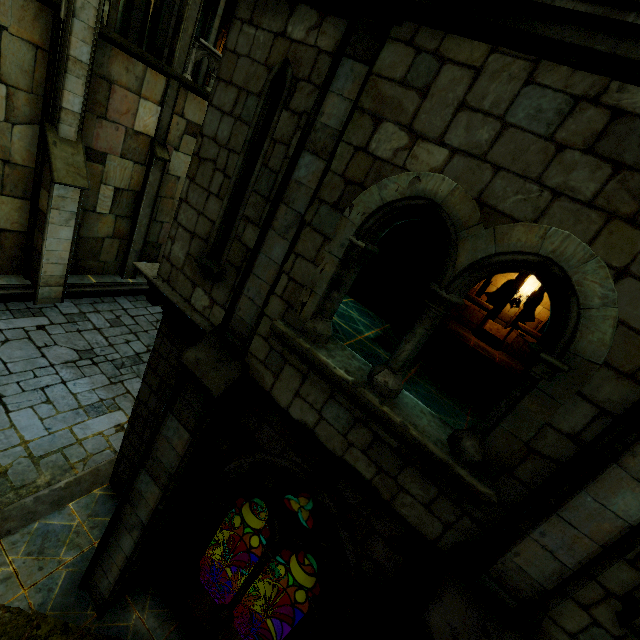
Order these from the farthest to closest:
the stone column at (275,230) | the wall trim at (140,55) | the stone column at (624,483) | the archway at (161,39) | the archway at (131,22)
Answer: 1. the archway at (131,22)
2. the archway at (161,39)
3. the wall trim at (140,55)
4. the stone column at (275,230)
5. the stone column at (624,483)

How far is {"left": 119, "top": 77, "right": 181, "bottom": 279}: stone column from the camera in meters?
11.6 m

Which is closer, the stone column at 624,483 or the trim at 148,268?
the stone column at 624,483

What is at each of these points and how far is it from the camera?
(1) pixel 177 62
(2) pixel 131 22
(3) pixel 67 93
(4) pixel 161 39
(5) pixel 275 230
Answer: (1) stone column, 11.1 meters
(2) archway, 11.8 meters
(3) building, 9.1 meters
(4) archway, 10.7 meters
(5) stone column, 3.7 meters

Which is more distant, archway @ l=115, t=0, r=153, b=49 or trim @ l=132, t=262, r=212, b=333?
archway @ l=115, t=0, r=153, b=49

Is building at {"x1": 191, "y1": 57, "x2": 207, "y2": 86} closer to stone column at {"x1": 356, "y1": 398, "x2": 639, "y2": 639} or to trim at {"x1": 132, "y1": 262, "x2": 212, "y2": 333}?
trim at {"x1": 132, "y1": 262, "x2": 212, "y2": 333}

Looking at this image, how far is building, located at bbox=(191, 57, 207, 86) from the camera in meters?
14.2

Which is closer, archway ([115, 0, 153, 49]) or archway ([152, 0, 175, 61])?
archway ([152, 0, 175, 61])
